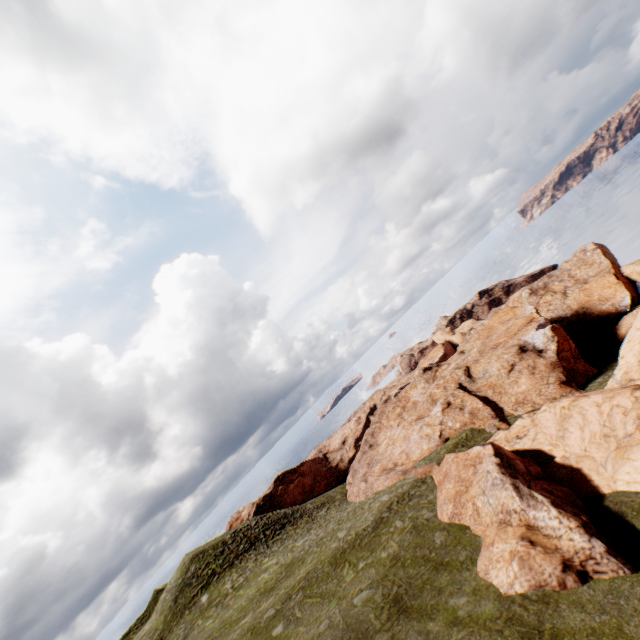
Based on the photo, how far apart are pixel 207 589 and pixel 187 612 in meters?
2.5

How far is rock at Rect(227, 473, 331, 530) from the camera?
53.5m

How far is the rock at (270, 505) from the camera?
53.5m

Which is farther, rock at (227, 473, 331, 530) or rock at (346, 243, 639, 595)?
rock at (227, 473, 331, 530)

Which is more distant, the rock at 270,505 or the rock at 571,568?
the rock at 270,505
